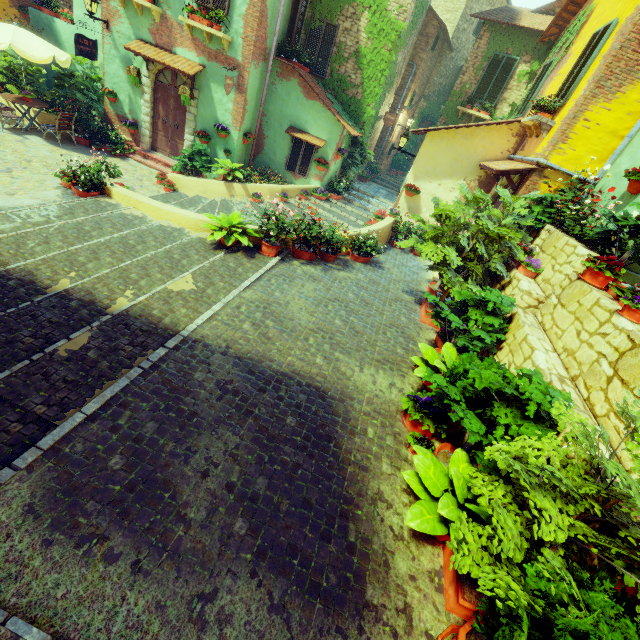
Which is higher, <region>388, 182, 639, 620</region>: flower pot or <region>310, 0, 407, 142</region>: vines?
<region>310, 0, 407, 142</region>: vines

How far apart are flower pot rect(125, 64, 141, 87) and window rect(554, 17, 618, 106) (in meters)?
12.44

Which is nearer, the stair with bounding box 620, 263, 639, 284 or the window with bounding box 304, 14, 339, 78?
the stair with bounding box 620, 263, 639, 284

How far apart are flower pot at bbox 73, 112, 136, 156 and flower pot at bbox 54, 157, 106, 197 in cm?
447

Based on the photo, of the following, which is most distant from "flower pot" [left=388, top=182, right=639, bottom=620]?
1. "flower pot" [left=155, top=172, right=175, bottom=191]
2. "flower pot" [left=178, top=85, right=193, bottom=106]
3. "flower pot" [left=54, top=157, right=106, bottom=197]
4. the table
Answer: the table

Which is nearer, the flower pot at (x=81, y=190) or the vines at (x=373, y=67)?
the flower pot at (x=81, y=190)

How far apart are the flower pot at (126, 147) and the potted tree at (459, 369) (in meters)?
14.00

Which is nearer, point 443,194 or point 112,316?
point 112,316
